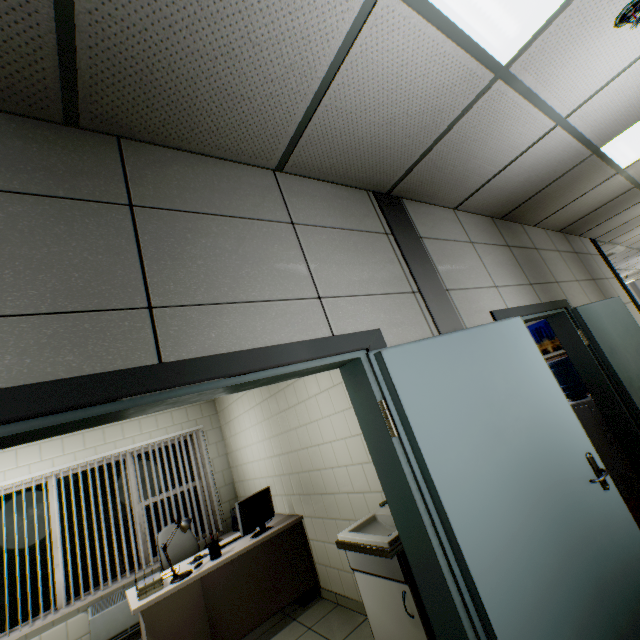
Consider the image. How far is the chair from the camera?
4.2 meters

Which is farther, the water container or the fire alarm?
the water container

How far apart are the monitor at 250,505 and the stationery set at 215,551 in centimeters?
26cm

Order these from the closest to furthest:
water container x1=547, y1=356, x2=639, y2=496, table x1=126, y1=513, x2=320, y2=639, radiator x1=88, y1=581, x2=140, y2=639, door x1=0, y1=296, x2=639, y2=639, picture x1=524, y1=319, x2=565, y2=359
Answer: door x1=0, y1=296, x2=639, y2=639
table x1=126, y1=513, x2=320, y2=639
water container x1=547, y1=356, x2=639, y2=496
radiator x1=88, y1=581, x2=140, y2=639
picture x1=524, y1=319, x2=565, y2=359

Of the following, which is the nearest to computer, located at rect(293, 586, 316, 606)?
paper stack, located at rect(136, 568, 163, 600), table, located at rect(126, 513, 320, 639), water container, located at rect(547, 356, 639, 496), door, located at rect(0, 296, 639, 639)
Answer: table, located at rect(126, 513, 320, 639)

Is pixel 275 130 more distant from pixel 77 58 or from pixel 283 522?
pixel 283 522

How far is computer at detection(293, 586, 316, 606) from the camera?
3.6 meters

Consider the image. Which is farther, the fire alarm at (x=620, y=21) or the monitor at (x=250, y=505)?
the monitor at (x=250, y=505)
